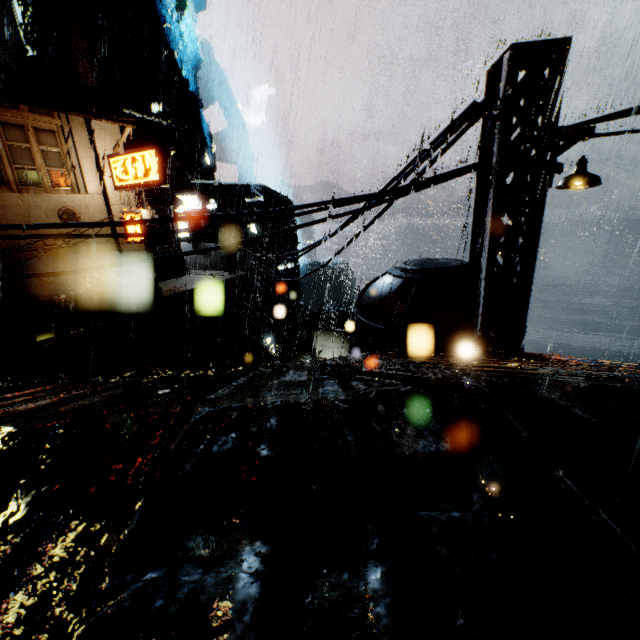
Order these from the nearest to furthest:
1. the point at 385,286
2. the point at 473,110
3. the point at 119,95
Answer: the point at 473,110 → the point at 385,286 → the point at 119,95

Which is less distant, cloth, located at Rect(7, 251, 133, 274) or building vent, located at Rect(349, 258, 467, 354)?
building vent, located at Rect(349, 258, 467, 354)

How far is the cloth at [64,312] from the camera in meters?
13.5 m

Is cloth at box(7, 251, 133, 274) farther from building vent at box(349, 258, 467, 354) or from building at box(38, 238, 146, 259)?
building vent at box(349, 258, 467, 354)

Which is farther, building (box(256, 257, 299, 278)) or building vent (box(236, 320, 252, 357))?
building (box(256, 257, 299, 278))

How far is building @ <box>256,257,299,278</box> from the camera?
48.0m

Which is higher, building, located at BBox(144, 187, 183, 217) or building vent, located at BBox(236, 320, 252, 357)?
building, located at BBox(144, 187, 183, 217)

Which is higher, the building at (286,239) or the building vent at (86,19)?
the building vent at (86,19)
